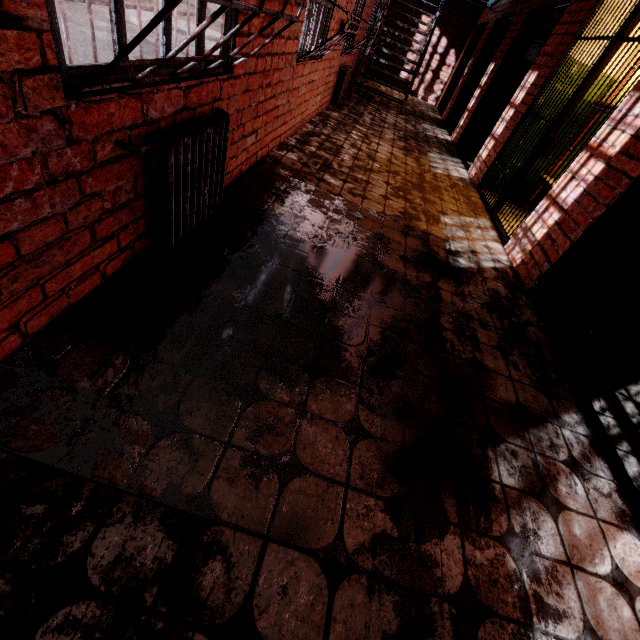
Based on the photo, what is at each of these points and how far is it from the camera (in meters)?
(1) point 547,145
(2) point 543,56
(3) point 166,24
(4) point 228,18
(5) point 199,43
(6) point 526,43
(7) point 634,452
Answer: (1) metal bar, 3.76
(2) building, 4.61
(3) metal bar, 1.44
(4) metal bar, 1.89
(5) metal bar, 1.72
(6) metal bar, 5.54
(7) building, 1.93

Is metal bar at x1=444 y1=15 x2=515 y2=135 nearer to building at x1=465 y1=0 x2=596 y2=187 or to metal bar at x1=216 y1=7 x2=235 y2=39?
building at x1=465 y1=0 x2=596 y2=187

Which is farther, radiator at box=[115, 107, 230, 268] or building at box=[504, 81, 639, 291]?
building at box=[504, 81, 639, 291]

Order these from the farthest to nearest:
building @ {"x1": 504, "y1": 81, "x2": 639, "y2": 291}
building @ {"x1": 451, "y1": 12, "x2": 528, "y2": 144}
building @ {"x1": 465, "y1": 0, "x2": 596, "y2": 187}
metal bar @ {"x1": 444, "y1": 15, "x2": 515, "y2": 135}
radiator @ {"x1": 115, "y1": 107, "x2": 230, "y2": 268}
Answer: metal bar @ {"x1": 444, "y1": 15, "x2": 515, "y2": 135}, building @ {"x1": 451, "y1": 12, "x2": 528, "y2": 144}, building @ {"x1": 465, "y1": 0, "x2": 596, "y2": 187}, building @ {"x1": 504, "y1": 81, "x2": 639, "y2": 291}, radiator @ {"x1": 115, "y1": 107, "x2": 230, "y2": 268}

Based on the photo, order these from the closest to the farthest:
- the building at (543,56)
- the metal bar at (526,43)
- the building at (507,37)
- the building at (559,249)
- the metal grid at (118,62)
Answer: A: the metal grid at (118,62) < the building at (559,249) < the building at (543,56) < the metal bar at (526,43) < the building at (507,37)

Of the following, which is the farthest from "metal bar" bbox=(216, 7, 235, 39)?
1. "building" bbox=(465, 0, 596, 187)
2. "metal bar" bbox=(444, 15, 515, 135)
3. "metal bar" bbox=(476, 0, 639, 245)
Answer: "metal bar" bbox=(444, 15, 515, 135)

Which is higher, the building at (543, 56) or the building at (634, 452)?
the building at (543, 56)

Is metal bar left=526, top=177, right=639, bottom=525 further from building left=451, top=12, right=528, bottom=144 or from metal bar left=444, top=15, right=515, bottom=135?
metal bar left=444, top=15, right=515, bottom=135
